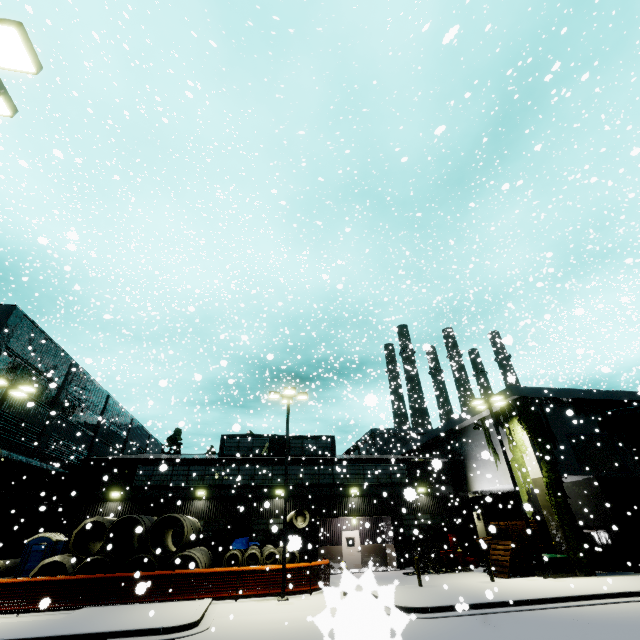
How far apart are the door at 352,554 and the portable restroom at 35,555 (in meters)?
19.06

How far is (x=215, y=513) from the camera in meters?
24.0

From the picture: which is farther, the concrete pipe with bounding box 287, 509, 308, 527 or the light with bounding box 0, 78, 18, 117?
the concrete pipe with bounding box 287, 509, 308, 527

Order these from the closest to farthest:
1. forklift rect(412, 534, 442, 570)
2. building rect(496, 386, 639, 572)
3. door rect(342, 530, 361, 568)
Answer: building rect(496, 386, 639, 572) → forklift rect(412, 534, 442, 570) → door rect(342, 530, 361, 568)

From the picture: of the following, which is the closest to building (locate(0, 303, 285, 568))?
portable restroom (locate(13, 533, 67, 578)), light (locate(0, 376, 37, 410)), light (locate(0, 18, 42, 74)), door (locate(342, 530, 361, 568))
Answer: door (locate(342, 530, 361, 568))

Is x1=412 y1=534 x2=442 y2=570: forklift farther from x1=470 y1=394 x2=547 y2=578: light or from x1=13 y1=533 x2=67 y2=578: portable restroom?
x1=13 y1=533 x2=67 y2=578: portable restroom

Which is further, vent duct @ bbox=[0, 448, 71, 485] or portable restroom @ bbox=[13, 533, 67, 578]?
vent duct @ bbox=[0, 448, 71, 485]

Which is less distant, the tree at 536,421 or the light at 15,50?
the light at 15,50
